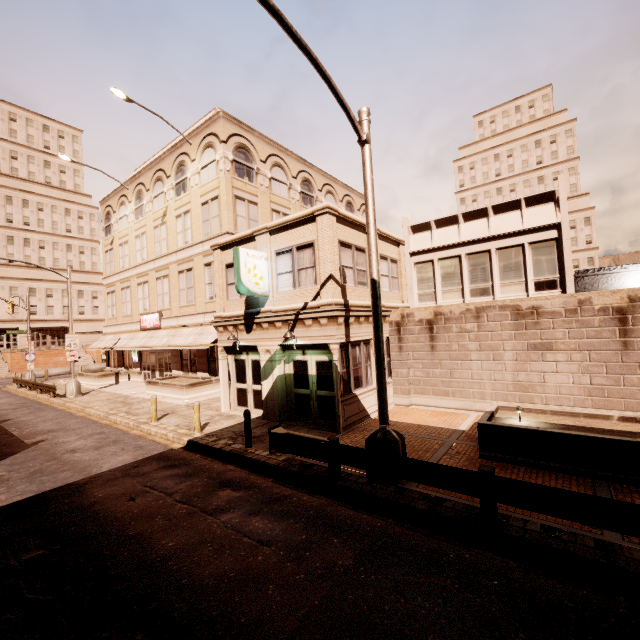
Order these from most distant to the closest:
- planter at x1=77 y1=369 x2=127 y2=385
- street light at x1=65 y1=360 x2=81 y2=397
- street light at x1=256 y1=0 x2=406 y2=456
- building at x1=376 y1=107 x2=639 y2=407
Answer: planter at x1=77 y1=369 x2=127 y2=385, street light at x1=65 y1=360 x2=81 y2=397, building at x1=376 y1=107 x2=639 y2=407, street light at x1=256 y1=0 x2=406 y2=456

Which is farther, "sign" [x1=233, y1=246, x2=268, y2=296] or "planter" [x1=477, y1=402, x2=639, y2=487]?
"sign" [x1=233, y1=246, x2=268, y2=296]

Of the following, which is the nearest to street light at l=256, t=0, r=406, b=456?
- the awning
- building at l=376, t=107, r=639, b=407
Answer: building at l=376, t=107, r=639, b=407

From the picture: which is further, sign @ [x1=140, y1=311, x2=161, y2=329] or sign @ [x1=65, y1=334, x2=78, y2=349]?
sign @ [x1=140, y1=311, x2=161, y2=329]

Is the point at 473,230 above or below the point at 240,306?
above

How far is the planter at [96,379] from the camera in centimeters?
2775cm

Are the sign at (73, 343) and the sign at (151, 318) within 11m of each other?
yes

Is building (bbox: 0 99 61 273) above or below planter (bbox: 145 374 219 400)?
above
